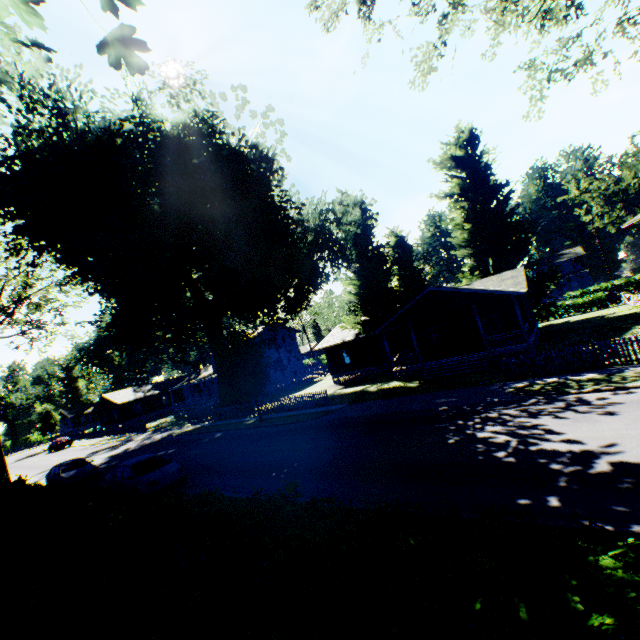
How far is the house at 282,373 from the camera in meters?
48.1

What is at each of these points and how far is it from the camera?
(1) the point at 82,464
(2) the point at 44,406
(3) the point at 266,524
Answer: (1) car, 21.25m
(2) plant, 57.78m
(3) hedge, 4.87m

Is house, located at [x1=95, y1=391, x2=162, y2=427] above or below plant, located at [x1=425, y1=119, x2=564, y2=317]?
below

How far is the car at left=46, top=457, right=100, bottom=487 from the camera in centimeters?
1977cm

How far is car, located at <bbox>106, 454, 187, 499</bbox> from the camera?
13.6 meters

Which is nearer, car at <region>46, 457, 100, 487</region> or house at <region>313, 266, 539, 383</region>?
car at <region>46, 457, 100, 487</region>

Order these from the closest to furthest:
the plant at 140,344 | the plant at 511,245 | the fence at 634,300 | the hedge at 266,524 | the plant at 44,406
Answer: the hedge at 266,524 → the plant at 140,344 → the fence at 634,300 → the plant at 511,245 → the plant at 44,406

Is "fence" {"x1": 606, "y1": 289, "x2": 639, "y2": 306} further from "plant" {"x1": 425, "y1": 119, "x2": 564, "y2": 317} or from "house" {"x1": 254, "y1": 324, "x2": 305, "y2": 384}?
"house" {"x1": 254, "y1": 324, "x2": 305, "y2": 384}
